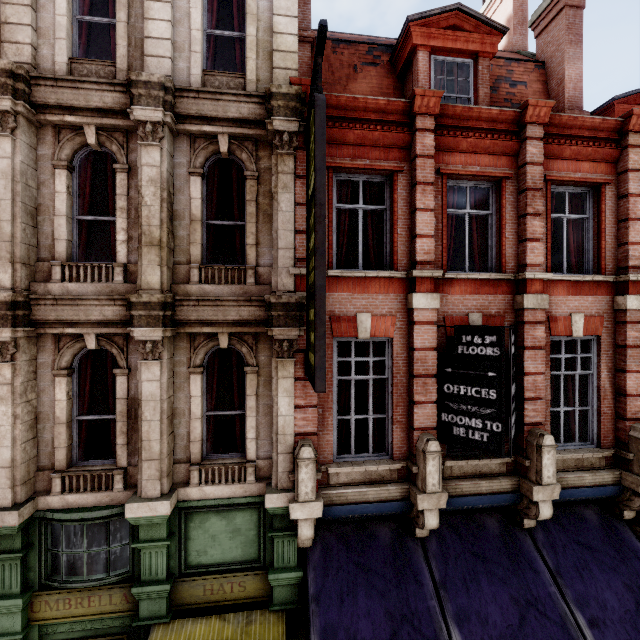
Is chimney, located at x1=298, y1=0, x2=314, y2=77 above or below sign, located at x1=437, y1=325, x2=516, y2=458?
above

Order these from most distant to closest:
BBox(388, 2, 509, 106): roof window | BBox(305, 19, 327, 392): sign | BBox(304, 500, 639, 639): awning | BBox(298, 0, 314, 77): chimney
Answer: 1. BBox(298, 0, 314, 77): chimney
2. BBox(388, 2, 509, 106): roof window
3. BBox(304, 500, 639, 639): awning
4. BBox(305, 19, 327, 392): sign

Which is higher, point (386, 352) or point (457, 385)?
point (386, 352)

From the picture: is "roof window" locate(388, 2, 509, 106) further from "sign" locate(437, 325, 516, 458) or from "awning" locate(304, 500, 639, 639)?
"awning" locate(304, 500, 639, 639)

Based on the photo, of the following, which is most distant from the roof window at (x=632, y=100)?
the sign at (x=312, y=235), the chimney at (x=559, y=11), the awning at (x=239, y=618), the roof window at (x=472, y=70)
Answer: the awning at (x=239, y=618)

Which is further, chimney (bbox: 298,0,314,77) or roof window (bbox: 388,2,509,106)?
chimney (bbox: 298,0,314,77)

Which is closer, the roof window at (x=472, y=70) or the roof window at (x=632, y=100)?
the roof window at (x=472, y=70)

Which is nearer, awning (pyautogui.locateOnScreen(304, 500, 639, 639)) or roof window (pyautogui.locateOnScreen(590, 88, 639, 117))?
awning (pyautogui.locateOnScreen(304, 500, 639, 639))
